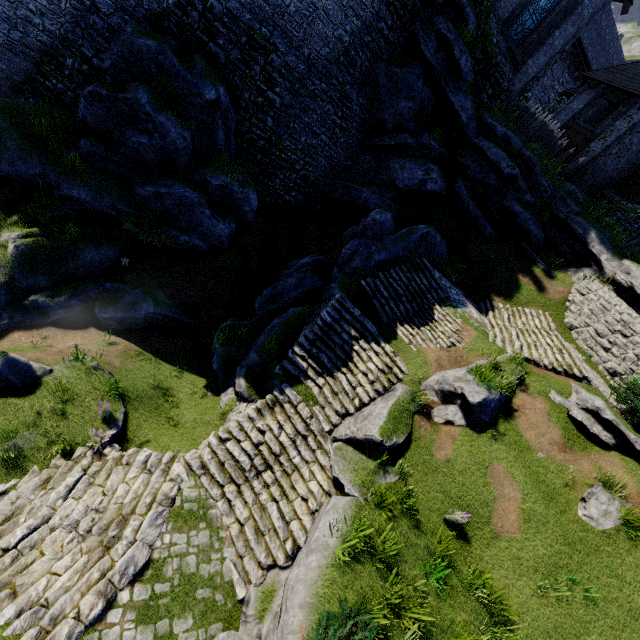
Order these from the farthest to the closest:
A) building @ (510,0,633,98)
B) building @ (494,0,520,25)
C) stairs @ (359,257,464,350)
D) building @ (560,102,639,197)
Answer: building @ (560,102,639,197) → building @ (510,0,633,98) → building @ (494,0,520,25) → stairs @ (359,257,464,350)

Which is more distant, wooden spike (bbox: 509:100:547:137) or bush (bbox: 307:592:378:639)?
wooden spike (bbox: 509:100:547:137)

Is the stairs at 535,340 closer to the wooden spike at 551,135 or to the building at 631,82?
the wooden spike at 551,135

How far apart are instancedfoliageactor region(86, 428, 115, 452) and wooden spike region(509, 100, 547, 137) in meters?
24.7 m

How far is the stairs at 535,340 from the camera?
12.5 meters

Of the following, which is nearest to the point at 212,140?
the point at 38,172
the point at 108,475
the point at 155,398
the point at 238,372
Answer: the point at 38,172

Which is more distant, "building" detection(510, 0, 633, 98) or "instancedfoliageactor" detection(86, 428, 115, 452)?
"building" detection(510, 0, 633, 98)

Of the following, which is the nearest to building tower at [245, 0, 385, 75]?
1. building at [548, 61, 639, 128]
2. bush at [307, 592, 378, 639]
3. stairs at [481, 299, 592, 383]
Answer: building at [548, 61, 639, 128]
